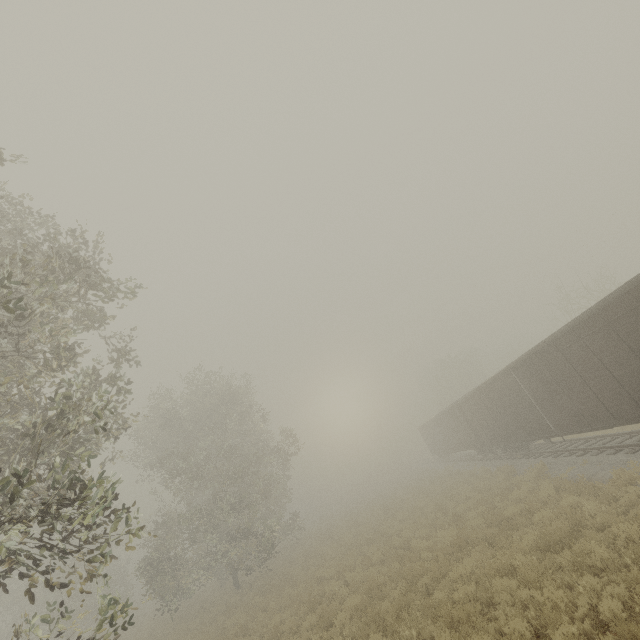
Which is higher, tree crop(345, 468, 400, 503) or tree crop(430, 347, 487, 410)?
tree crop(430, 347, 487, 410)

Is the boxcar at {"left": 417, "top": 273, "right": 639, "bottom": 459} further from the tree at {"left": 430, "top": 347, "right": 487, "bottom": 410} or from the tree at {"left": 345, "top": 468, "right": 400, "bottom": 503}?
the tree at {"left": 345, "top": 468, "right": 400, "bottom": 503}

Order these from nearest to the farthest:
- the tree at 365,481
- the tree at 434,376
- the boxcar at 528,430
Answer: the boxcar at 528,430, the tree at 434,376, the tree at 365,481

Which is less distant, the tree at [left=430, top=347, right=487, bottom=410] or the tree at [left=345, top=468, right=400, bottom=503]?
the tree at [left=430, top=347, right=487, bottom=410]

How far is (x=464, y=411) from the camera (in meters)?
25.27

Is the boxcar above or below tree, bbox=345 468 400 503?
above

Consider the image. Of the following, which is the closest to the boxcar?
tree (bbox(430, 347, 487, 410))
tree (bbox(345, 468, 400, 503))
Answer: tree (bbox(430, 347, 487, 410))

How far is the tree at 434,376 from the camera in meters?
49.6
